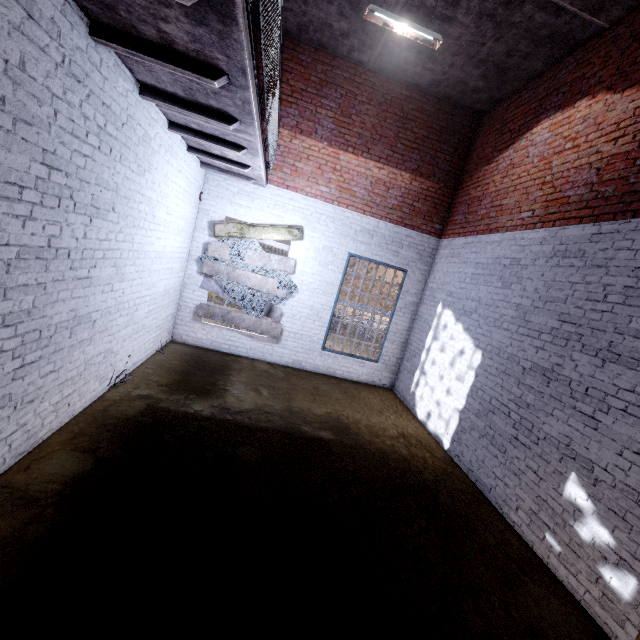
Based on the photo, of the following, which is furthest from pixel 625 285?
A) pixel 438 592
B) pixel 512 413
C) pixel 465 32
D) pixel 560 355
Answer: pixel 465 32

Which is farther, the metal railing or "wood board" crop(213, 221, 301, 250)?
"wood board" crop(213, 221, 301, 250)

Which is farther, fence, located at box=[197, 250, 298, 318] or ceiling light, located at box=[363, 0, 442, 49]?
fence, located at box=[197, 250, 298, 318]

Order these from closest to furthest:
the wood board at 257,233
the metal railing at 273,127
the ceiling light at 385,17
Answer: the metal railing at 273,127
the ceiling light at 385,17
the wood board at 257,233

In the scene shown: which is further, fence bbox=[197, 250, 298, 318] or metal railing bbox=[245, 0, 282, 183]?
fence bbox=[197, 250, 298, 318]

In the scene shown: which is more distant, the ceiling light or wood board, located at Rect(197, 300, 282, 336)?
wood board, located at Rect(197, 300, 282, 336)

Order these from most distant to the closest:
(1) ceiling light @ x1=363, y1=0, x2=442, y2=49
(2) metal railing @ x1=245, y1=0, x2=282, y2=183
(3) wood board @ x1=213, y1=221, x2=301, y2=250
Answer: (3) wood board @ x1=213, y1=221, x2=301, y2=250 < (1) ceiling light @ x1=363, y1=0, x2=442, y2=49 < (2) metal railing @ x1=245, y1=0, x2=282, y2=183

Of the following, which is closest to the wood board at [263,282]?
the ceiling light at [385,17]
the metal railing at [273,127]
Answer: the metal railing at [273,127]
